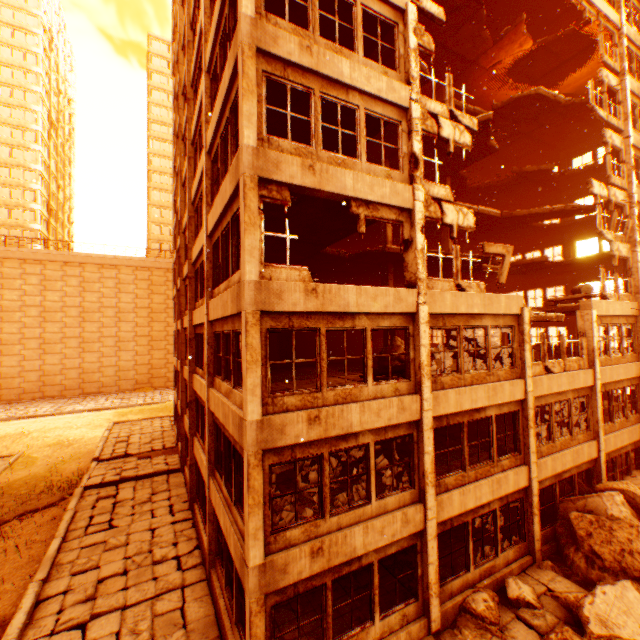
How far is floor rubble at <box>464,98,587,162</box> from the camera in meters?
16.0 m

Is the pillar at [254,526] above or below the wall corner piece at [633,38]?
below

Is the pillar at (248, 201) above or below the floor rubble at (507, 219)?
below

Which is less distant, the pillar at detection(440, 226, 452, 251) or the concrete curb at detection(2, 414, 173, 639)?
the concrete curb at detection(2, 414, 173, 639)

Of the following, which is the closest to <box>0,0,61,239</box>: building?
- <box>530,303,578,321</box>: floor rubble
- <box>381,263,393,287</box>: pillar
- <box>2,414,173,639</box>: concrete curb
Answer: <box>2,414,173,639</box>: concrete curb

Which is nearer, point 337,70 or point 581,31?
point 337,70

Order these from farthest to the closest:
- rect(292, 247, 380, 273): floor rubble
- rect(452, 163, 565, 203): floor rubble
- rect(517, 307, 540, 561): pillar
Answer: rect(452, 163, 565, 203): floor rubble < rect(292, 247, 380, 273): floor rubble < rect(517, 307, 540, 561): pillar

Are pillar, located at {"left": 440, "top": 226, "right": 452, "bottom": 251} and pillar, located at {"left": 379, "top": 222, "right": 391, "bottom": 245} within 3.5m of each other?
no
